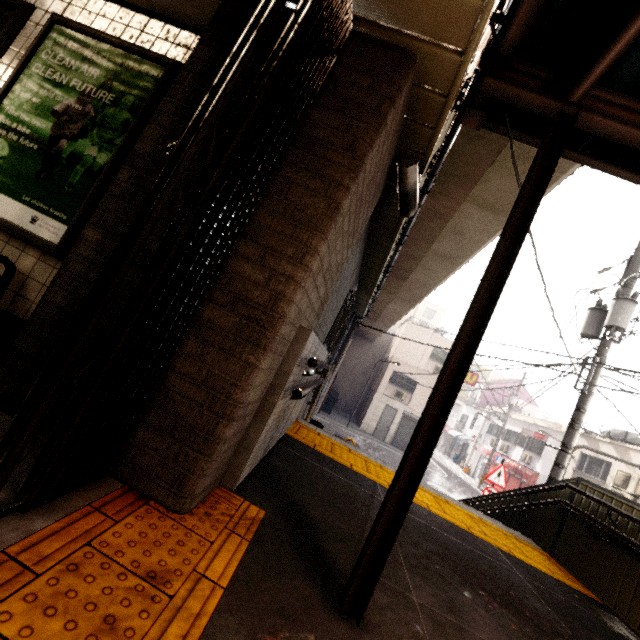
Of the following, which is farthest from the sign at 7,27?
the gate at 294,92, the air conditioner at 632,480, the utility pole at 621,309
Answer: the air conditioner at 632,480

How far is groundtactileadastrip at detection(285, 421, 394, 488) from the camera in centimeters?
411cm

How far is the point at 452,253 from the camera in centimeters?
784cm

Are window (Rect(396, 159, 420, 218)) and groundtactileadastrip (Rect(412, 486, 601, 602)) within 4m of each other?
yes

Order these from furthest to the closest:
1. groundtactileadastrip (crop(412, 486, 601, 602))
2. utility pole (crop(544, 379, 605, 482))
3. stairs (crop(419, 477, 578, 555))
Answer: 1. utility pole (crop(544, 379, 605, 482))
2. stairs (crop(419, 477, 578, 555))
3. groundtactileadastrip (crop(412, 486, 601, 602))

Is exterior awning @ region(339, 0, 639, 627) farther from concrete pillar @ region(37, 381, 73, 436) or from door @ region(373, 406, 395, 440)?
door @ region(373, 406, 395, 440)

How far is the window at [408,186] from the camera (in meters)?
2.78

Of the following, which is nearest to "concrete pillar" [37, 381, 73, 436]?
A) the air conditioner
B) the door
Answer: the air conditioner
